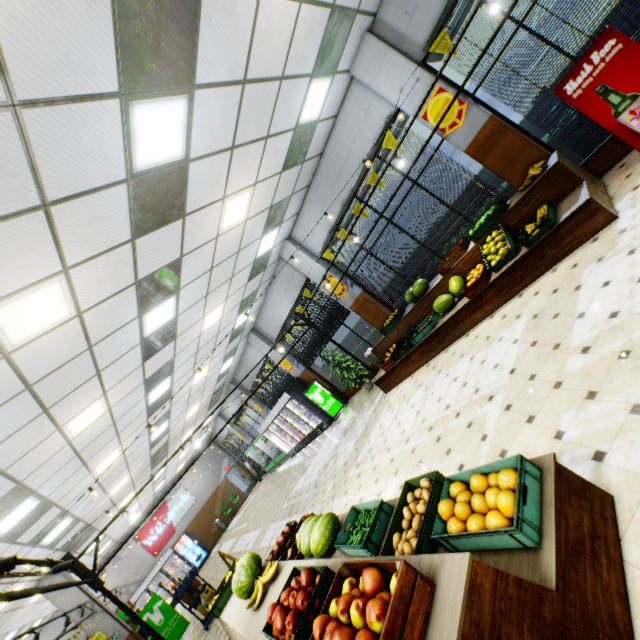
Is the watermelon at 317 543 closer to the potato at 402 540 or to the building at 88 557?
the building at 88 557

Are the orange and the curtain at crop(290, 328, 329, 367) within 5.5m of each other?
no

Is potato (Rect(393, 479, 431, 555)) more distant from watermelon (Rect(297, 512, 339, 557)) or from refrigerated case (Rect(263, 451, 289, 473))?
refrigerated case (Rect(263, 451, 289, 473))

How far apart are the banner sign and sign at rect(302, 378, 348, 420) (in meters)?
10.40

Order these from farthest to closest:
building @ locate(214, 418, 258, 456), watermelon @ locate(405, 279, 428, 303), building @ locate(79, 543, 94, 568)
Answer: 1. building @ locate(214, 418, 258, 456)
2. building @ locate(79, 543, 94, 568)
3. watermelon @ locate(405, 279, 428, 303)

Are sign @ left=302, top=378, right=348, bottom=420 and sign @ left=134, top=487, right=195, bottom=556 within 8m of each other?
no

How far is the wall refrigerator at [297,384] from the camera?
13.05m

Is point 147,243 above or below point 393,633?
above
